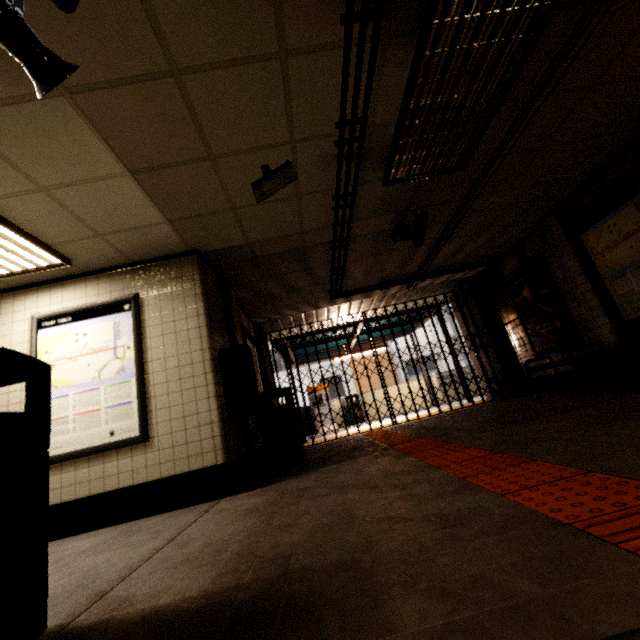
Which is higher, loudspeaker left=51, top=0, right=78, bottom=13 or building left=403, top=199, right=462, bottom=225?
building left=403, top=199, right=462, bottom=225

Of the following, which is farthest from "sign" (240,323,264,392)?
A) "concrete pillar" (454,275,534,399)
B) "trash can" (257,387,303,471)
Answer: "concrete pillar" (454,275,534,399)

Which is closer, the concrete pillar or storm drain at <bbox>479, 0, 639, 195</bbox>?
storm drain at <bbox>479, 0, 639, 195</bbox>

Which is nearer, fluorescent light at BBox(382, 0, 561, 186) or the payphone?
fluorescent light at BBox(382, 0, 561, 186)

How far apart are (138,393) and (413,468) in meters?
3.0

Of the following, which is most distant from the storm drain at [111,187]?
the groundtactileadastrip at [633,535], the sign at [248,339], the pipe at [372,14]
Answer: the groundtactileadastrip at [633,535]

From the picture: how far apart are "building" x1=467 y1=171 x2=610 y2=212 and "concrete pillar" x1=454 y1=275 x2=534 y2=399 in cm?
306

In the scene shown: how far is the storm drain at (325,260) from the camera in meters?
4.9 m
